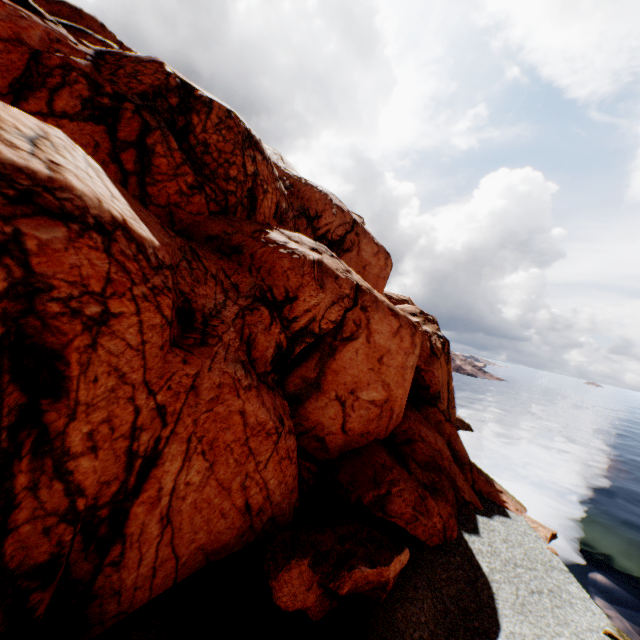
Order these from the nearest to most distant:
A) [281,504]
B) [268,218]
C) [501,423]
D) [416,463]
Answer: [281,504]
[416,463]
[268,218]
[501,423]
